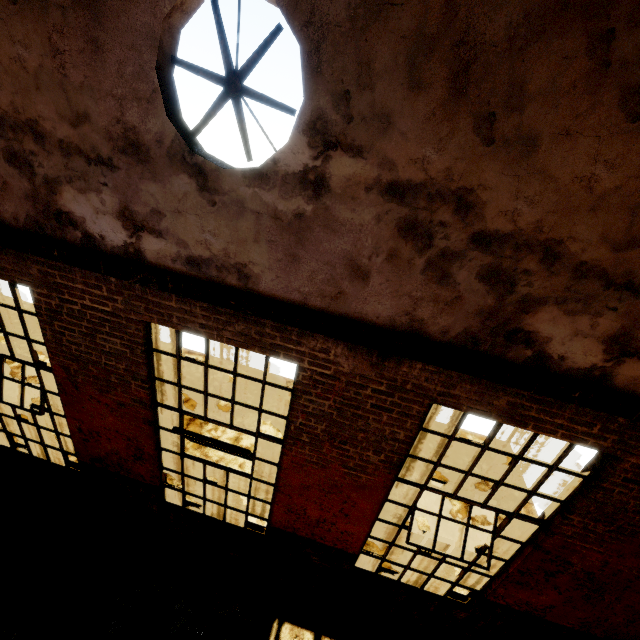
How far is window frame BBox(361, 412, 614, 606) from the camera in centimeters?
332cm

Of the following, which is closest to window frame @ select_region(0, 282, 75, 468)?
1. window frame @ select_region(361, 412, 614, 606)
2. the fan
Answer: the fan

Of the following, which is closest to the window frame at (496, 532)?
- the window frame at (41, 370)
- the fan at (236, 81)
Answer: the fan at (236, 81)

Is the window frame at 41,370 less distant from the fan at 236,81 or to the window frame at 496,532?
the fan at 236,81

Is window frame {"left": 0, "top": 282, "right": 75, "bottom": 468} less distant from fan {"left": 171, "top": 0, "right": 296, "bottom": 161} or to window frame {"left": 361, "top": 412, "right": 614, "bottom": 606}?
fan {"left": 171, "top": 0, "right": 296, "bottom": 161}

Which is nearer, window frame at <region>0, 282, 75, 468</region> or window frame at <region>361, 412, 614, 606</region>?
window frame at <region>361, 412, 614, 606</region>

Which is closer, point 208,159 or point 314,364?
point 208,159
